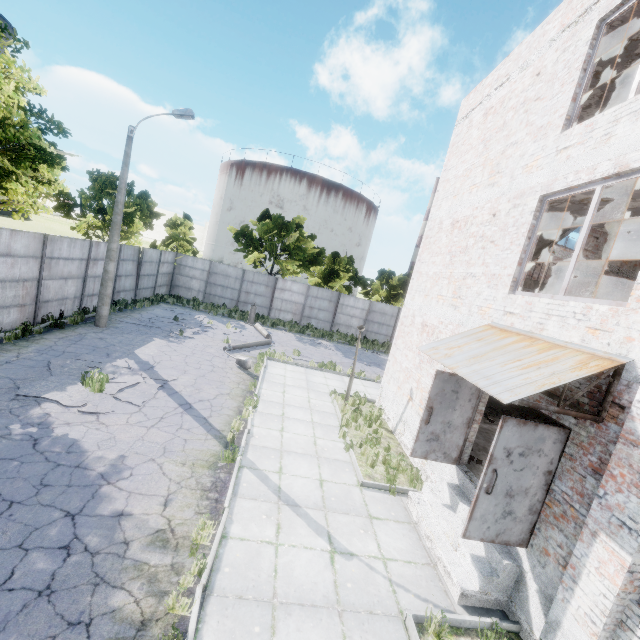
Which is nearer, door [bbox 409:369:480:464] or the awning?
the awning

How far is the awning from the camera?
4.5m

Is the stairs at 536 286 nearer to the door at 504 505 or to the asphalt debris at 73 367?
the door at 504 505

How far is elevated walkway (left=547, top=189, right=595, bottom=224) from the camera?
7.22m

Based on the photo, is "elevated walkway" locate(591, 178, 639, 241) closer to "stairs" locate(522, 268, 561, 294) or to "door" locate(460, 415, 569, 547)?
"stairs" locate(522, 268, 561, 294)

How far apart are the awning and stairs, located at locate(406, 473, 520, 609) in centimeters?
279cm

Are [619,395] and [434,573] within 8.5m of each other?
yes

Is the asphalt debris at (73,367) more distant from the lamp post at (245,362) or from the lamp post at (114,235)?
the lamp post at (114,235)
